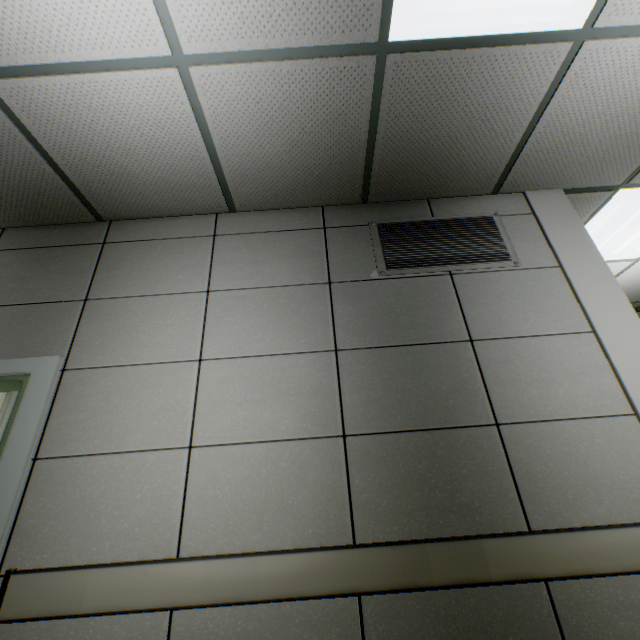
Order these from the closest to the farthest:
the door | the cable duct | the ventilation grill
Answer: the door < the ventilation grill < the cable duct

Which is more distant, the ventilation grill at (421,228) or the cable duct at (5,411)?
the cable duct at (5,411)

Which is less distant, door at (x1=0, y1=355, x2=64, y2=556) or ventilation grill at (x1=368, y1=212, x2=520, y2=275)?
door at (x1=0, y1=355, x2=64, y2=556)

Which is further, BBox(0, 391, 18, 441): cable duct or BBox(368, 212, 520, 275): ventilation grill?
BBox(0, 391, 18, 441): cable duct

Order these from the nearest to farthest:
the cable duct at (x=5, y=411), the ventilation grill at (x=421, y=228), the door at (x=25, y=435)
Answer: the door at (x=25, y=435), the ventilation grill at (x=421, y=228), the cable duct at (x=5, y=411)

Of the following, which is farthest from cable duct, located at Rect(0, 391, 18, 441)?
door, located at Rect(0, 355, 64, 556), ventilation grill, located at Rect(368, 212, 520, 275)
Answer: ventilation grill, located at Rect(368, 212, 520, 275)

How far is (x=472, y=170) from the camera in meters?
2.3 m

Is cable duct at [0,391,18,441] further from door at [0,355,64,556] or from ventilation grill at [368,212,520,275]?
ventilation grill at [368,212,520,275]
